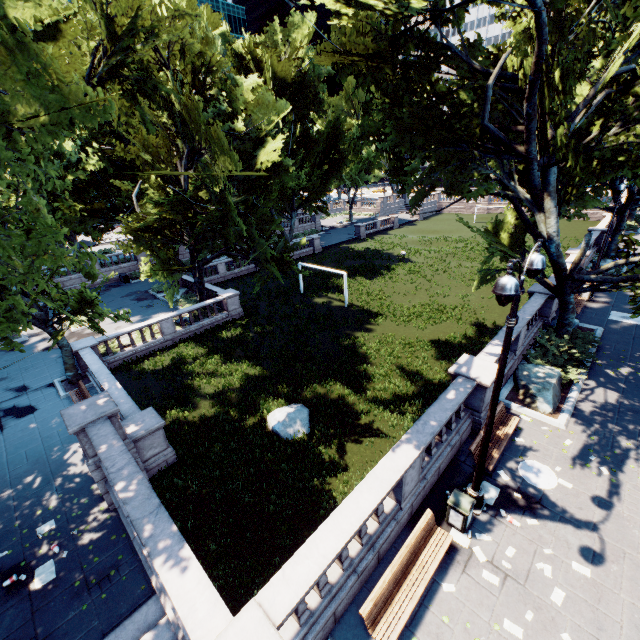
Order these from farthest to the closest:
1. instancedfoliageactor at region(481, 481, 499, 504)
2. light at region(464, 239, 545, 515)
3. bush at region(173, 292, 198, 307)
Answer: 1. bush at region(173, 292, 198, 307)
2. instancedfoliageactor at region(481, 481, 499, 504)
3. light at region(464, 239, 545, 515)

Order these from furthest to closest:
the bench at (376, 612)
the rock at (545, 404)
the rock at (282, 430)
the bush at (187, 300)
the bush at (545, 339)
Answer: the bush at (187, 300) → the rock at (282, 430) → the bush at (545, 339) → the rock at (545, 404) → the bench at (376, 612)

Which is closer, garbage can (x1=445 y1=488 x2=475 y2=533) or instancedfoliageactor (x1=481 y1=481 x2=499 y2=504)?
garbage can (x1=445 y1=488 x2=475 y2=533)

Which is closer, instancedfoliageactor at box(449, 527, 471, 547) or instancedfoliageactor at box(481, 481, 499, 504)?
instancedfoliageactor at box(449, 527, 471, 547)

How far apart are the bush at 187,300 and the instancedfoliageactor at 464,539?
27.18m

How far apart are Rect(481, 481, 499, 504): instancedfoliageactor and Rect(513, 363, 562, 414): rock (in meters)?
4.26

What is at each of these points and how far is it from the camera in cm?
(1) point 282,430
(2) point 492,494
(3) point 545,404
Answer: (1) rock, 1470
(2) instancedfoliageactor, 961
(3) rock, 1247

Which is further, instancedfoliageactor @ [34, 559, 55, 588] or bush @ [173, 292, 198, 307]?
bush @ [173, 292, 198, 307]
